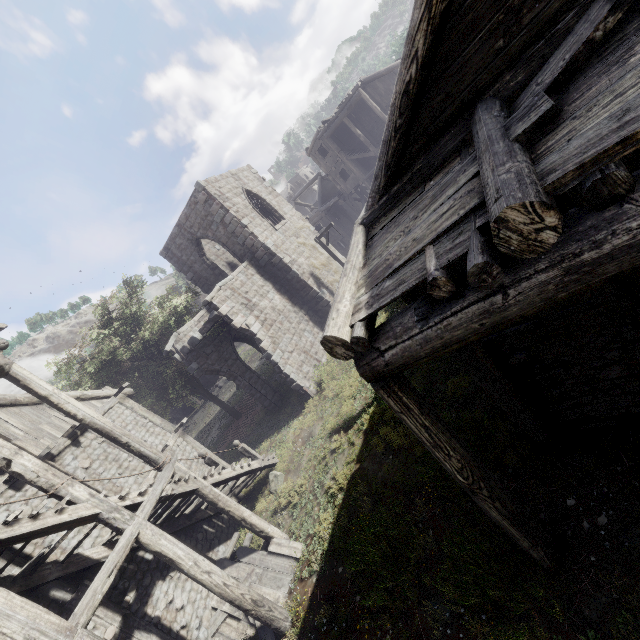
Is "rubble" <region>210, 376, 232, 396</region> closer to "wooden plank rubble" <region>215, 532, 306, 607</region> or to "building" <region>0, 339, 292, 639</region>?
"building" <region>0, 339, 292, 639</region>

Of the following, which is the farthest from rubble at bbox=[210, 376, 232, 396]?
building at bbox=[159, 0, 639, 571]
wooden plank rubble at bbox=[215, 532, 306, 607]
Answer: wooden plank rubble at bbox=[215, 532, 306, 607]

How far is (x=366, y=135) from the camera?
29.4m

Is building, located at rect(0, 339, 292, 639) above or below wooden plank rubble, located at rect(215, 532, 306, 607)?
above

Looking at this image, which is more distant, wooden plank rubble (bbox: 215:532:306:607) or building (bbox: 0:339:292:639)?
wooden plank rubble (bbox: 215:532:306:607)

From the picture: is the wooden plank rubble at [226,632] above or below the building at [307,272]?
below

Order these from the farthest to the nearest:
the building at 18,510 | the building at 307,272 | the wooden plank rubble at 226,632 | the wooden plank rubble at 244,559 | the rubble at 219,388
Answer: the rubble at 219,388
the wooden plank rubble at 244,559
the wooden plank rubble at 226,632
the building at 18,510
the building at 307,272
